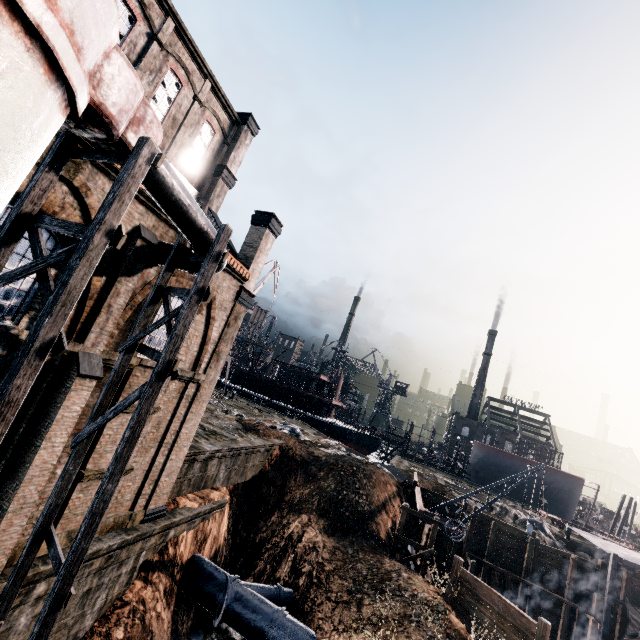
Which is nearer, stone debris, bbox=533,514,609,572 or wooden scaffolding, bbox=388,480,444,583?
wooden scaffolding, bbox=388,480,444,583

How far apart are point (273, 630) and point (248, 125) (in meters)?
27.82

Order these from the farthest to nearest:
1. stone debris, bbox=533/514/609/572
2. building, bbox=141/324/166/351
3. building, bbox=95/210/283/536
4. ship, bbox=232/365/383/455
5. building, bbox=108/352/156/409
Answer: ship, bbox=232/365/383/455, stone debris, bbox=533/514/609/572, building, bbox=95/210/283/536, building, bbox=141/324/166/351, building, bbox=108/352/156/409

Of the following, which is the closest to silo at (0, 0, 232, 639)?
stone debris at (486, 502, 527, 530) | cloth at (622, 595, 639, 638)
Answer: stone debris at (486, 502, 527, 530)

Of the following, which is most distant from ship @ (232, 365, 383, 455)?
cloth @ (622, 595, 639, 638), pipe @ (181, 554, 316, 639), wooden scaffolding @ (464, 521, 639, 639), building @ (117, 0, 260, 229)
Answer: building @ (117, 0, 260, 229)

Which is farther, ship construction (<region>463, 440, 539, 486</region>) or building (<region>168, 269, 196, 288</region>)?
ship construction (<region>463, 440, 539, 486</region>)

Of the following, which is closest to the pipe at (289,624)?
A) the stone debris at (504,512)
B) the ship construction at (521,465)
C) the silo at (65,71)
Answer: the silo at (65,71)

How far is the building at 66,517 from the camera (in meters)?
11.22
